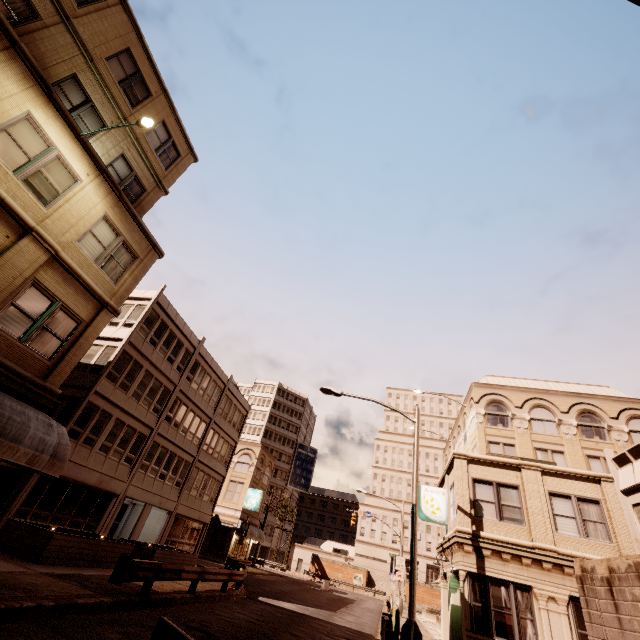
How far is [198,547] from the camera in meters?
31.3

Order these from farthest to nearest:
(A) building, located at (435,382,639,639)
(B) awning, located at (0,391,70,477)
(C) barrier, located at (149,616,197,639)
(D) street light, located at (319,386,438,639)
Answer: (A) building, located at (435,382,639,639)
(D) street light, located at (319,386,438,639)
(B) awning, located at (0,391,70,477)
(C) barrier, located at (149,616,197,639)

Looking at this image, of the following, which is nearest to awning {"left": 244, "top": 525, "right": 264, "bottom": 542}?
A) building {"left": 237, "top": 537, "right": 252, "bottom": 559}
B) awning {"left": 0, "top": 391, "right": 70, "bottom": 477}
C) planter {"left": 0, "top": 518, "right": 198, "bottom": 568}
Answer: building {"left": 237, "top": 537, "right": 252, "bottom": 559}

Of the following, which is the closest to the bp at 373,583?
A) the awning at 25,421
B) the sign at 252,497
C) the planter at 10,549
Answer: the sign at 252,497

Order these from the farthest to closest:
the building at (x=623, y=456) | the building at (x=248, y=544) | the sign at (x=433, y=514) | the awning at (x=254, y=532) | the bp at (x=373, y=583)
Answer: the bp at (x=373, y=583)
the building at (x=248, y=544)
the awning at (x=254, y=532)
the sign at (x=433, y=514)
the building at (x=623, y=456)

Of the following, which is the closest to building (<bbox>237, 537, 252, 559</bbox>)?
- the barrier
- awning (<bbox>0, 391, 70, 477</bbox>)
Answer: awning (<bbox>0, 391, 70, 477</bbox>)

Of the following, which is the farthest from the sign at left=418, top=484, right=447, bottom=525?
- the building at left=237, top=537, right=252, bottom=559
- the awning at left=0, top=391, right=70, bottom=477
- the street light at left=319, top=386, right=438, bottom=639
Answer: the building at left=237, top=537, right=252, bottom=559

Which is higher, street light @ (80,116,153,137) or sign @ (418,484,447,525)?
street light @ (80,116,153,137)
